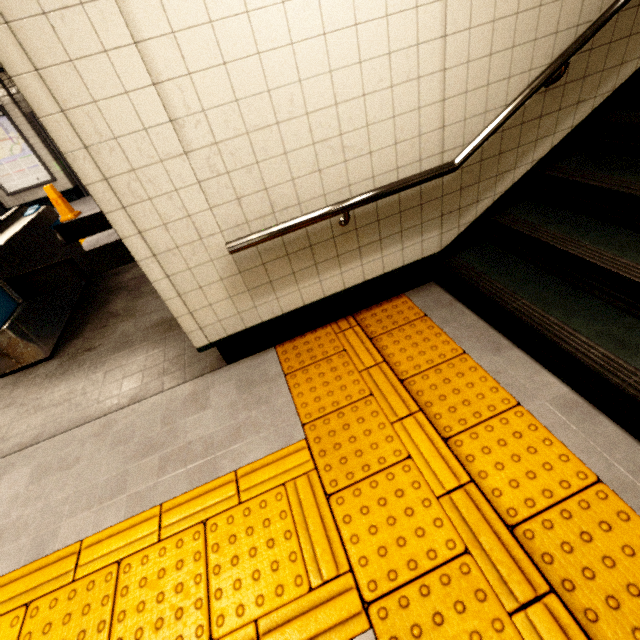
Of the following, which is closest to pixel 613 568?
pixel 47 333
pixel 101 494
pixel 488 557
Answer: pixel 488 557

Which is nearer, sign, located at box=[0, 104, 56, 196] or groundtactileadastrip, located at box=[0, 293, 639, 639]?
groundtactileadastrip, located at box=[0, 293, 639, 639]

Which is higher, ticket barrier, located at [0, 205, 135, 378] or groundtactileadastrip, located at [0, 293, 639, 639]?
ticket barrier, located at [0, 205, 135, 378]

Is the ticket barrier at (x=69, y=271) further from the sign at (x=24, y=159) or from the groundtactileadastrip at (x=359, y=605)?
the sign at (x=24, y=159)

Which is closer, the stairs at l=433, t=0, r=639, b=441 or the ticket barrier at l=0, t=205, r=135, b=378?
the stairs at l=433, t=0, r=639, b=441

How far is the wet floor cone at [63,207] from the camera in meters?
7.2 m

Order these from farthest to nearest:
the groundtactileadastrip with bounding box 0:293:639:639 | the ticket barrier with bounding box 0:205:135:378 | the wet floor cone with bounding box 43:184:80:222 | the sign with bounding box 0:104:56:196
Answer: the sign with bounding box 0:104:56:196
the wet floor cone with bounding box 43:184:80:222
the ticket barrier with bounding box 0:205:135:378
the groundtactileadastrip with bounding box 0:293:639:639

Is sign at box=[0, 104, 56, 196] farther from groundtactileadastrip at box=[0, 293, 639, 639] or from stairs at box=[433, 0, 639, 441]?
stairs at box=[433, 0, 639, 441]
